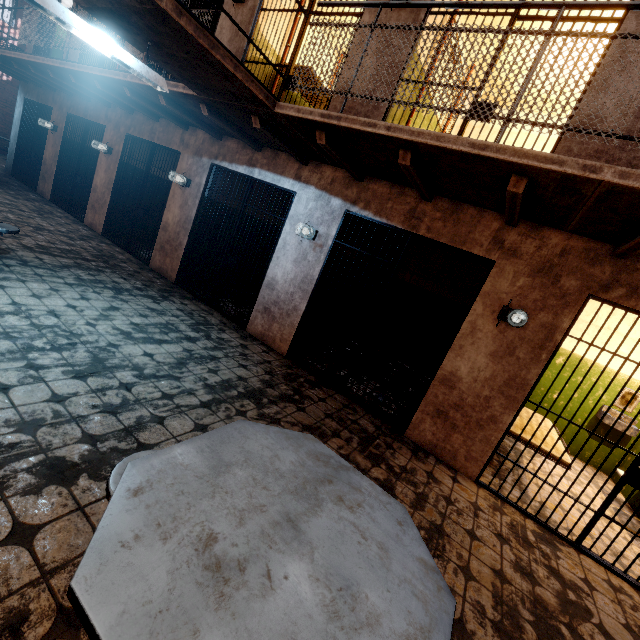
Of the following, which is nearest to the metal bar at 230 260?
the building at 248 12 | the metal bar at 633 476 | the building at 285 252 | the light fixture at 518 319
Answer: the building at 285 252

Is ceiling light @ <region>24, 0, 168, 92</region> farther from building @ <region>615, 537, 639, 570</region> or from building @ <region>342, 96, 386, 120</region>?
building @ <region>615, 537, 639, 570</region>

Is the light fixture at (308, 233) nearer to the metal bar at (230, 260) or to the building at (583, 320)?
the metal bar at (230, 260)

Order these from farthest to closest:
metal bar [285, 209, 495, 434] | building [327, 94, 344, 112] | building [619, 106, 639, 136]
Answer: building [327, 94, 344, 112] < metal bar [285, 209, 495, 434] < building [619, 106, 639, 136]

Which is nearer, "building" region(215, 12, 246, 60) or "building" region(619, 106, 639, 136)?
"building" region(619, 106, 639, 136)

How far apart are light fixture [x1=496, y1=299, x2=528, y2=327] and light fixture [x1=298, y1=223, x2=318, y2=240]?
2.6 meters

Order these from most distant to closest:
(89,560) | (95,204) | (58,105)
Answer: (58,105), (95,204), (89,560)

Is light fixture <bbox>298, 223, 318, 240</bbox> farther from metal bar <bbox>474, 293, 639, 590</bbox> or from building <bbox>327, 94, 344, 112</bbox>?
metal bar <bbox>474, 293, 639, 590</bbox>
